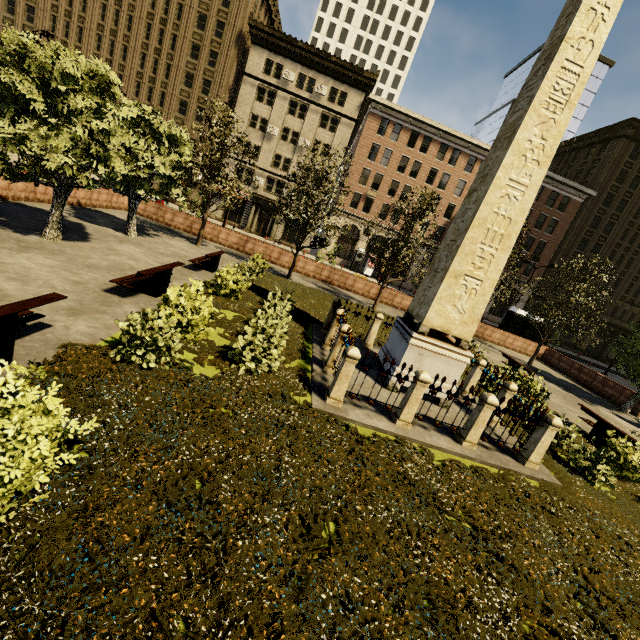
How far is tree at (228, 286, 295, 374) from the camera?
7.1m

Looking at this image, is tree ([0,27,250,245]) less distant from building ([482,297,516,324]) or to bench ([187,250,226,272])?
building ([482,297,516,324])

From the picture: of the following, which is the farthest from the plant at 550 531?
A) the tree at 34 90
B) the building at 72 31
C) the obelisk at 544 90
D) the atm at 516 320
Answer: the building at 72 31

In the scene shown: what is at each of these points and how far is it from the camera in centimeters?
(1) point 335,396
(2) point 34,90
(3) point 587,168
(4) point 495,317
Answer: (1) fence, 714cm
(2) tree, 880cm
(3) building, 4397cm
(4) building, 4616cm

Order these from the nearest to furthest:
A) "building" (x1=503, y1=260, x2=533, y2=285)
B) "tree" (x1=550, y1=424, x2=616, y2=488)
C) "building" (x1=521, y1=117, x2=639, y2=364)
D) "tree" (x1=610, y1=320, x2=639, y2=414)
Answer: "tree" (x1=550, y1=424, x2=616, y2=488)
"tree" (x1=610, y1=320, x2=639, y2=414)
"building" (x1=521, y1=117, x2=639, y2=364)
"building" (x1=503, y1=260, x2=533, y2=285)

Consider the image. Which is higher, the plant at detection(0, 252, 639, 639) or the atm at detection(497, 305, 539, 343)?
the atm at detection(497, 305, 539, 343)

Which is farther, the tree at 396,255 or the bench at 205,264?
the tree at 396,255

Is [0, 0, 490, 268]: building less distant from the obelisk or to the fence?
the fence
